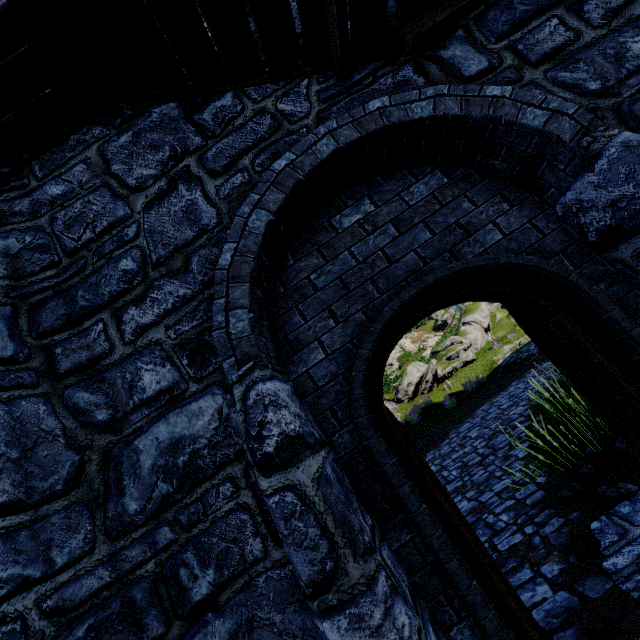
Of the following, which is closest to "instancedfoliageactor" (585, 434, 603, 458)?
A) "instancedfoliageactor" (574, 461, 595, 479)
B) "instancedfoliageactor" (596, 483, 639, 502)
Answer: "instancedfoliageactor" (574, 461, 595, 479)

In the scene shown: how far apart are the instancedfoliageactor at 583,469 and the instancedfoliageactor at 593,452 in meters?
0.2 m

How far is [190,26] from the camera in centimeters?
273cm

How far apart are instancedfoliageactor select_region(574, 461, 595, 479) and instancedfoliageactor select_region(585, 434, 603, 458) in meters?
0.2 m

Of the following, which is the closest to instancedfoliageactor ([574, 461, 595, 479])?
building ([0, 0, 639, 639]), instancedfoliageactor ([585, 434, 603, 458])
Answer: instancedfoliageactor ([585, 434, 603, 458])

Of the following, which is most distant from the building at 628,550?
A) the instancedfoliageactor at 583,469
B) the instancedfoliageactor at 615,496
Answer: the instancedfoliageactor at 583,469

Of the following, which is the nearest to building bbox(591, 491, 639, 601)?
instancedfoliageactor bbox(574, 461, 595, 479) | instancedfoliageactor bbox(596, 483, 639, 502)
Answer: instancedfoliageactor bbox(596, 483, 639, 502)

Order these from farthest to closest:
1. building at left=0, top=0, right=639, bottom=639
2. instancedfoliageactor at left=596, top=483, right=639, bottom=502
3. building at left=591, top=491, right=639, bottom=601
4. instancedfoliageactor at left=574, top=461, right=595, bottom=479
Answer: instancedfoliageactor at left=574, top=461, right=595, bottom=479 → instancedfoliageactor at left=596, top=483, right=639, bottom=502 → building at left=591, top=491, right=639, bottom=601 → building at left=0, top=0, right=639, bottom=639
